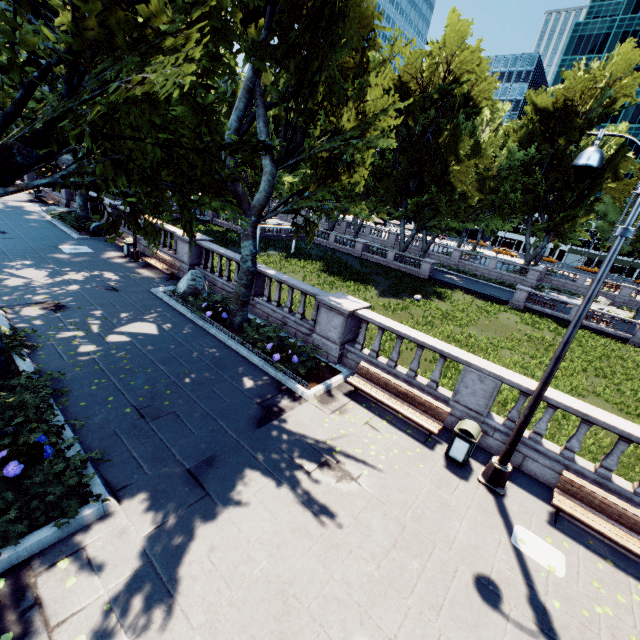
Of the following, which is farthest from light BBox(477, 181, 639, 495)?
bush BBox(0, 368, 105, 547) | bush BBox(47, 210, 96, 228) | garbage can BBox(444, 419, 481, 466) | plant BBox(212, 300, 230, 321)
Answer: bush BBox(47, 210, 96, 228)

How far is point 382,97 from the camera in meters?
11.9

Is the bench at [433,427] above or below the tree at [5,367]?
below

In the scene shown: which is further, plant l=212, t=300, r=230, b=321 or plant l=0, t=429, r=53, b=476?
plant l=212, t=300, r=230, b=321

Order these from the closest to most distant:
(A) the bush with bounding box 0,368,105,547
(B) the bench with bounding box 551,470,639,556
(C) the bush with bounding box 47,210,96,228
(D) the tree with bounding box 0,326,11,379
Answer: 1. (A) the bush with bounding box 0,368,105,547
2. (B) the bench with bounding box 551,470,639,556
3. (D) the tree with bounding box 0,326,11,379
4. (C) the bush with bounding box 47,210,96,228

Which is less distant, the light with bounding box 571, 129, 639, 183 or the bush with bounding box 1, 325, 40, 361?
the light with bounding box 571, 129, 639, 183

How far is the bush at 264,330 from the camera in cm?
1128

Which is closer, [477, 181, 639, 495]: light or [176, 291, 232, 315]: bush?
[477, 181, 639, 495]: light
